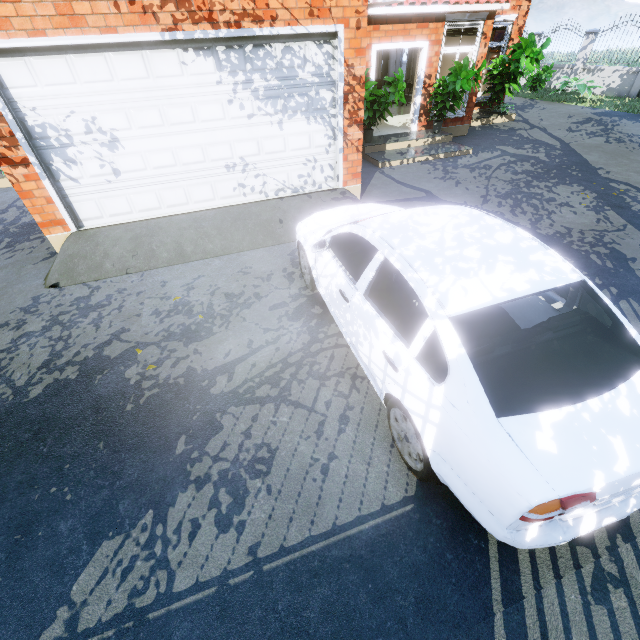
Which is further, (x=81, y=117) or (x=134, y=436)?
(x=81, y=117)

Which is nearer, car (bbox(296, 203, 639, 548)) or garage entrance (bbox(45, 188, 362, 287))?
car (bbox(296, 203, 639, 548))

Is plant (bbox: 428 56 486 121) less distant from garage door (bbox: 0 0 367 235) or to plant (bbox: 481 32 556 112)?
plant (bbox: 481 32 556 112)

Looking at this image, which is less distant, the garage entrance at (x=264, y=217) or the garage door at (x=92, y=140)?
the garage door at (x=92, y=140)

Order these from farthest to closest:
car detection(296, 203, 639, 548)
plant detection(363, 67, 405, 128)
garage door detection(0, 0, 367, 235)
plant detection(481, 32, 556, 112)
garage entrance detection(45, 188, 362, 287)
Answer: plant detection(481, 32, 556, 112) → plant detection(363, 67, 405, 128) → garage entrance detection(45, 188, 362, 287) → garage door detection(0, 0, 367, 235) → car detection(296, 203, 639, 548)

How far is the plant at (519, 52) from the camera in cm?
1052

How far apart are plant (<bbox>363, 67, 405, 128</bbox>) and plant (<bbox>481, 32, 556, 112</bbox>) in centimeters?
641cm

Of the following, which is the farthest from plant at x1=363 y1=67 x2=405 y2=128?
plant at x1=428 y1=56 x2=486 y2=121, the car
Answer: the car
